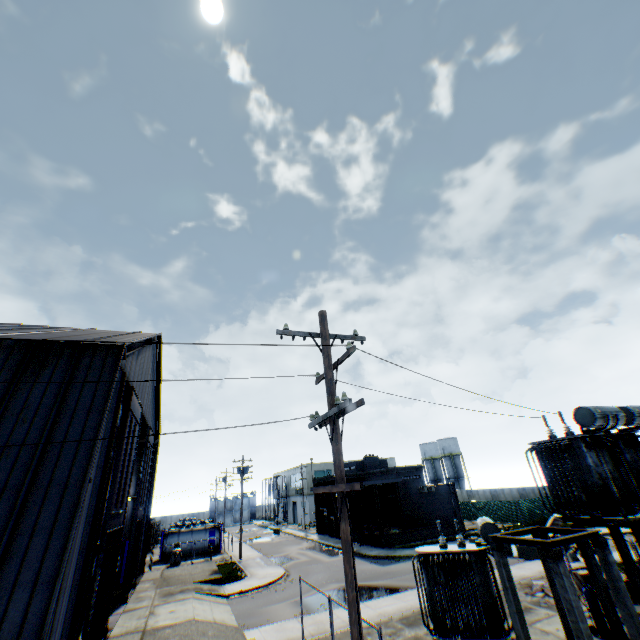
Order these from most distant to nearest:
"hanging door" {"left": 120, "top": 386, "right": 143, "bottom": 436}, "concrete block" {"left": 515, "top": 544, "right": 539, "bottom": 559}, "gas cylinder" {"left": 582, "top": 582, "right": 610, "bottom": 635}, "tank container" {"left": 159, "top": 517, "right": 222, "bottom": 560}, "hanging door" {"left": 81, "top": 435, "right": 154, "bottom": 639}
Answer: "tank container" {"left": 159, "top": 517, "right": 222, "bottom": 560} → "concrete block" {"left": 515, "top": 544, "right": 539, "bottom": 559} → "hanging door" {"left": 120, "top": 386, "right": 143, "bottom": 436} → "hanging door" {"left": 81, "top": 435, "right": 154, "bottom": 639} → "gas cylinder" {"left": 582, "top": 582, "right": 610, "bottom": 635}

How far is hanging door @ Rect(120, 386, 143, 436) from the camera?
15.2 meters

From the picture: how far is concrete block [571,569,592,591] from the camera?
15.6 meters

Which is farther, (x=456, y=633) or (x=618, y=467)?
(x=618, y=467)

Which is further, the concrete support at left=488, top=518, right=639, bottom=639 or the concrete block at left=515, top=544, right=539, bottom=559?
the concrete block at left=515, top=544, right=539, bottom=559

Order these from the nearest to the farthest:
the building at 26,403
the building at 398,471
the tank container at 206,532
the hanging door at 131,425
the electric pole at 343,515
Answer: the electric pole at 343,515
the building at 26,403
the hanging door at 131,425
the building at 398,471
the tank container at 206,532

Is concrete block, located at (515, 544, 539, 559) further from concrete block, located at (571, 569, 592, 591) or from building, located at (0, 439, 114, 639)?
building, located at (0, 439, 114, 639)

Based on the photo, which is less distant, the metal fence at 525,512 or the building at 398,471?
the building at 398,471
